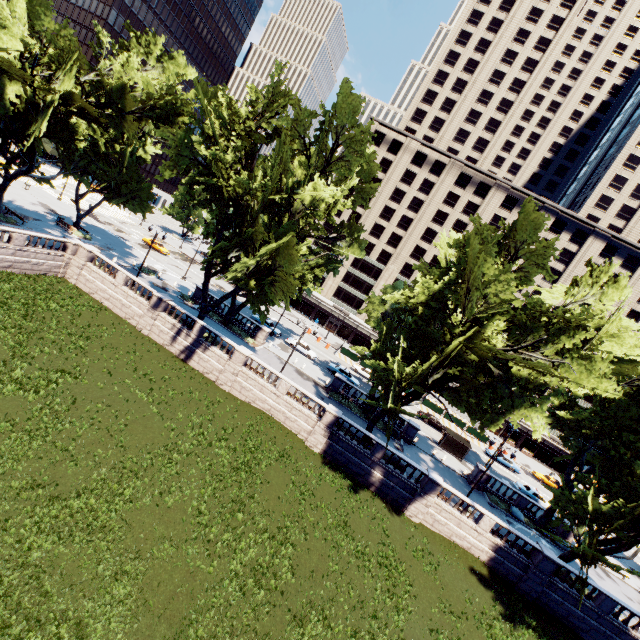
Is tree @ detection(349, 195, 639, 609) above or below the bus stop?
above

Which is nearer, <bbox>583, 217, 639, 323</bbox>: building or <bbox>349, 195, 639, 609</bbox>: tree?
<bbox>349, 195, 639, 609</bbox>: tree

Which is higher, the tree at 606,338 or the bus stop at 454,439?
the tree at 606,338

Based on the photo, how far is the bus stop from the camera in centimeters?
4006cm

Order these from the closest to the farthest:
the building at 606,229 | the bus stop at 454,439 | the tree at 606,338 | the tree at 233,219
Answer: the tree at 606,338 < the tree at 233,219 < the bus stop at 454,439 < the building at 606,229

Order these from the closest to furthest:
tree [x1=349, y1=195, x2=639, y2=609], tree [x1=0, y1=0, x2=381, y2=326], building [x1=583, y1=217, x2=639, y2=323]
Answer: tree [x1=349, y1=195, x2=639, y2=609] < tree [x1=0, y1=0, x2=381, y2=326] < building [x1=583, y1=217, x2=639, y2=323]

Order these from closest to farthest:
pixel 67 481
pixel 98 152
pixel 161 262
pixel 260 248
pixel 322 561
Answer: pixel 67 481, pixel 322 561, pixel 260 248, pixel 98 152, pixel 161 262

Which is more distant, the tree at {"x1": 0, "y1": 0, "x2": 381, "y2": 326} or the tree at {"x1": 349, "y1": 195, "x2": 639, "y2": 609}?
the tree at {"x1": 0, "y1": 0, "x2": 381, "y2": 326}
